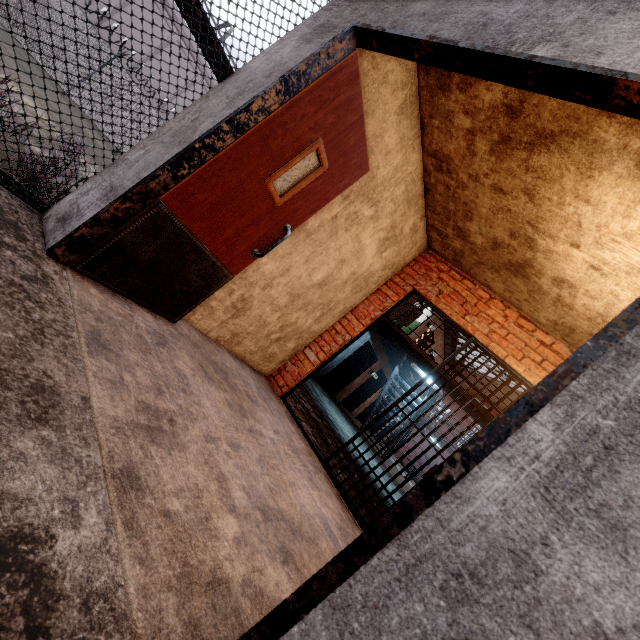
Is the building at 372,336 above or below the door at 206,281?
above

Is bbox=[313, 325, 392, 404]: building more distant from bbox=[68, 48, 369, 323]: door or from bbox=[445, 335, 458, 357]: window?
bbox=[68, 48, 369, 323]: door

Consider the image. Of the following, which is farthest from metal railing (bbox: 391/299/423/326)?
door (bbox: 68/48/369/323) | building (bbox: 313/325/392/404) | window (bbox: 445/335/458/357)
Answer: door (bbox: 68/48/369/323)

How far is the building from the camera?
11.3 meters

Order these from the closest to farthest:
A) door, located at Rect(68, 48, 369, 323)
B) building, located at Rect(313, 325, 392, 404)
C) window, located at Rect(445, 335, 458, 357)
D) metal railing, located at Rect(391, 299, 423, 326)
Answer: door, located at Rect(68, 48, 369, 323) → metal railing, located at Rect(391, 299, 423, 326) → building, located at Rect(313, 325, 392, 404) → window, located at Rect(445, 335, 458, 357)

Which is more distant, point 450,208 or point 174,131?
point 450,208

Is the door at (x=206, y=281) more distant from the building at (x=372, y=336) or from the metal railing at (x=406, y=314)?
the building at (x=372, y=336)

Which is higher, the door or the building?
the building
